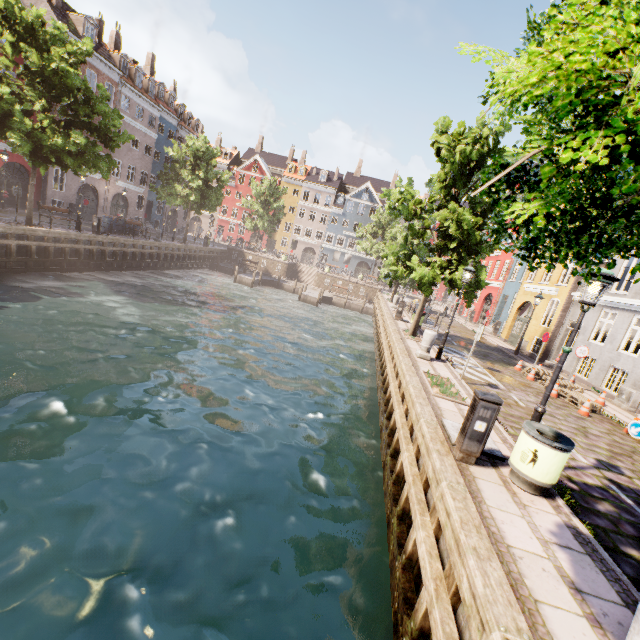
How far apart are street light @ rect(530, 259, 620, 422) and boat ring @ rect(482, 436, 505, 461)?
0.1 meters

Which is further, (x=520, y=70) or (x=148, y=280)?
(x=148, y=280)

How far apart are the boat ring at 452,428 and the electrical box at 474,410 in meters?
0.3 m

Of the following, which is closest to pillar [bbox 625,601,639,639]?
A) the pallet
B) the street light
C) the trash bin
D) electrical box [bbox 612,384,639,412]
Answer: the trash bin

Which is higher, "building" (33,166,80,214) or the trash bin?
"building" (33,166,80,214)

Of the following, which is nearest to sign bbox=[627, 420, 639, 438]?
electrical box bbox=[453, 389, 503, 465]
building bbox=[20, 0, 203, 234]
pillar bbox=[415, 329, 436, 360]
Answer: pillar bbox=[415, 329, 436, 360]

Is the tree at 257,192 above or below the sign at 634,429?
above

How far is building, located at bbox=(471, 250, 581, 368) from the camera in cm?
1861
